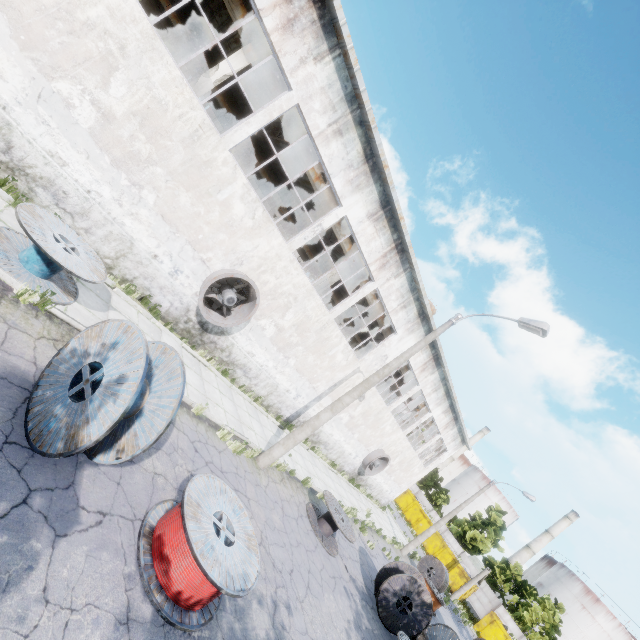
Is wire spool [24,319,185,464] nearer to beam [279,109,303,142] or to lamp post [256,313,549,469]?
lamp post [256,313,549,469]

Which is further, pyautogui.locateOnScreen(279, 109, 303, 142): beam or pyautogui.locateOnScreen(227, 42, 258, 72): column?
pyautogui.locateOnScreen(279, 109, 303, 142): beam

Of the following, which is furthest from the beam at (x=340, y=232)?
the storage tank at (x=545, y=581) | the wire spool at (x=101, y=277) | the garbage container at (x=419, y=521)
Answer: the storage tank at (x=545, y=581)

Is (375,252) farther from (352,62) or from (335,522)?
(335,522)

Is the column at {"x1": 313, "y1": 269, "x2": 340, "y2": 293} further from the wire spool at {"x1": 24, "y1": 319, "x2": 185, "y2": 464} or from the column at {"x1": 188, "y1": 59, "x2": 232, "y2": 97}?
the wire spool at {"x1": 24, "y1": 319, "x2": 185, "y2": 464}

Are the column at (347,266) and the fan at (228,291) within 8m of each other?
yes

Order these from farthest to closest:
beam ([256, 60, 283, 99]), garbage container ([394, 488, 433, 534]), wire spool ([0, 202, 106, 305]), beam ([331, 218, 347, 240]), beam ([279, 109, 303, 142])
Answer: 1. garbage container ([394, 488, 433, 534])
2. beam ([331, 218, 347, 240])
3. beam ([279, 109, 303, 142])
4. beam ([256, 60, 283, 99])
5. wire spool ([0, 202, 106, 305])

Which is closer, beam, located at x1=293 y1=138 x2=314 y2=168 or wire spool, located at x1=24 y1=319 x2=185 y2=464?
wire spool, located at x1=24 y1=319 x2=185 y2=464
